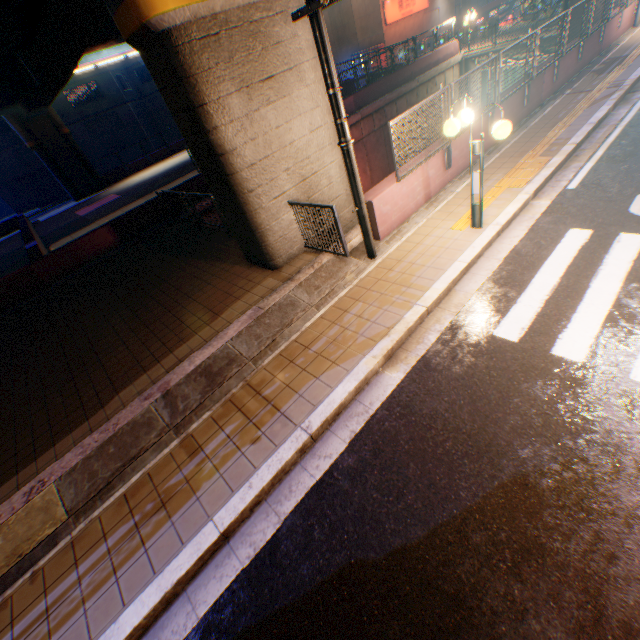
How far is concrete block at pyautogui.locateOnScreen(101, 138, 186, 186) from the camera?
30.0 meters

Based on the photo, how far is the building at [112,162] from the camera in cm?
3731

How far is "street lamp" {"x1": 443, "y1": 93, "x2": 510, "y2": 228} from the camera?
5.2m

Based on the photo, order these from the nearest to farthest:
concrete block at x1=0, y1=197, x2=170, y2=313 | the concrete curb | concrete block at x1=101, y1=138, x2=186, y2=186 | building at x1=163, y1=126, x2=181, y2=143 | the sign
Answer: the concrete curb → concrete block at x1=0, y1=197, x2=170, y2=313 → the sign → concrete block at x1=101, y1=138, x2=186, y2=186 → building at x1=163, y1=126, x2=181, y2=143

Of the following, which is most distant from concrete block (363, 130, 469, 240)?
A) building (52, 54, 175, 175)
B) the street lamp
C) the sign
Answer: building (52, 54, 175, 175)

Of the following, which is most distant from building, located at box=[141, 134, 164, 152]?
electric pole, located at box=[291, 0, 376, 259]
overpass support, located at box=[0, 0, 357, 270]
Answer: electric pole, located at box=[291, 0, 376, 259]

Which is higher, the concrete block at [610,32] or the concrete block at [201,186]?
the concrete block at [201,186]

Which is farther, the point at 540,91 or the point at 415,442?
the point at 540,91
